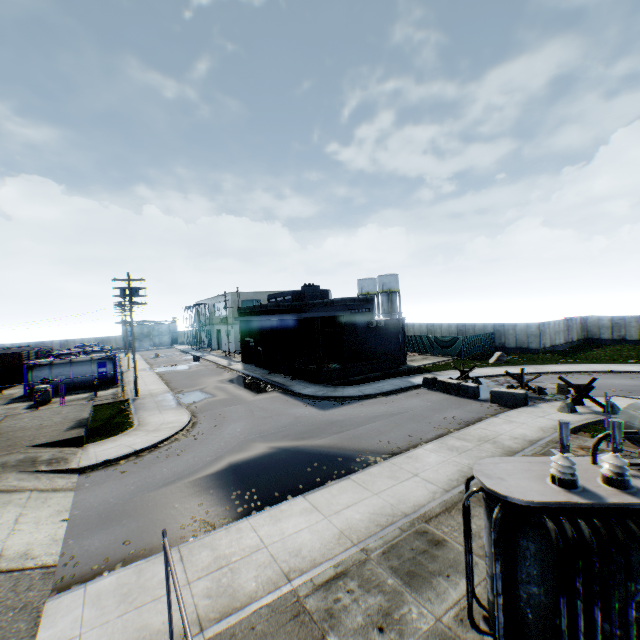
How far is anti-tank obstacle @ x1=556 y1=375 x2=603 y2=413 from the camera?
16.34m

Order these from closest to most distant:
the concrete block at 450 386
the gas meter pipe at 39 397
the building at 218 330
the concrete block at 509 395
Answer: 1. the concrete block at 509 395
2. the concrete block at 450 386
3. the gas meter pipe at 39 397
4. the building at 218 330

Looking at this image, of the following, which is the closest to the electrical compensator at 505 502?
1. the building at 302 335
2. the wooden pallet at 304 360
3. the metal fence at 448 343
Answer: the metal fence at 448 343

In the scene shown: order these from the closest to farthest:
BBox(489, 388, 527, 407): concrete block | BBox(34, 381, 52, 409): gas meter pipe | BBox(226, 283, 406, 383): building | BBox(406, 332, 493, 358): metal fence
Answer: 1. BBox(489, 388, 527, 407): concrete block
2. BBox(34, 381, 52, 409): gas meter pipe
3. BBox(226, 283, 406, 383): building
4. BBox(406, 332, 493, 358): metal fence

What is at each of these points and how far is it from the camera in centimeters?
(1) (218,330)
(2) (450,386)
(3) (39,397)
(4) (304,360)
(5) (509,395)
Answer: (1) building, 5988cm
(2) concrete block, 2175cm
(3) gas meter pipe, 2367cm
(4) wooden pallet, 2928cm
(5) concrete block, 1855cm

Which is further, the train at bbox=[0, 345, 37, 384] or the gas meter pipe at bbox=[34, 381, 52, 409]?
the train at bbox=[0, 345, 37, 384]

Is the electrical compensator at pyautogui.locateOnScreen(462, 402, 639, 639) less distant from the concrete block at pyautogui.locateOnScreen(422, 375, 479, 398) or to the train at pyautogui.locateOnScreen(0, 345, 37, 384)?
the concrete block at pyautogui.locateOnScreen(422, 375, 479, 398)

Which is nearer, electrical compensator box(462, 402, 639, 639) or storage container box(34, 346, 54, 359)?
electrical compensator box(462, 402, 639, 639)
